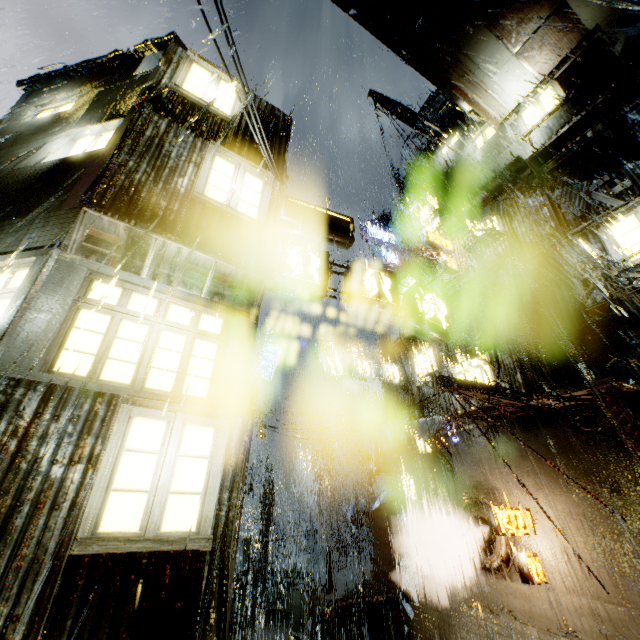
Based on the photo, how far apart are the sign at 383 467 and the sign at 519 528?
6.83m

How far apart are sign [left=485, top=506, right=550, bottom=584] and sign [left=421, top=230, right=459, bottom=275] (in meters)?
11.75

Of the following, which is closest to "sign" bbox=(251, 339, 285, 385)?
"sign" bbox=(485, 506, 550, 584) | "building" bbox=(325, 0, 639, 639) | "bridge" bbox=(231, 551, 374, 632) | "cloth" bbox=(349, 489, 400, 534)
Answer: "building" bbox=(325, 0, 639, 639)

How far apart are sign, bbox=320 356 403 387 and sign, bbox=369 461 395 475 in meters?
4.5 m

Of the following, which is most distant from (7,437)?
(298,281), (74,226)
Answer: (298,281)

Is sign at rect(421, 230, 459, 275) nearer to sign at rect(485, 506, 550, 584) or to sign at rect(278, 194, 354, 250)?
sign at rect(278, 194, 354, 250)

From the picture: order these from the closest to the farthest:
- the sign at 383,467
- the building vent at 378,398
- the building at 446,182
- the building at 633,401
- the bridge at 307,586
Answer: the building at 633,401, the building at 446,182, the bridge at 307,586, the sign at 383,467, the building vent at 378,398

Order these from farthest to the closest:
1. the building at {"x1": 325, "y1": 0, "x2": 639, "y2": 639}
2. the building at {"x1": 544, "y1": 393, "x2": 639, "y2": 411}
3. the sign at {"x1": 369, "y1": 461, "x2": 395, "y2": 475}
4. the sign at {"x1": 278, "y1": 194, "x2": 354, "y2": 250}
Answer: the sign at {"x1": 369, "y1": 461, "x2": 395, "y2": 475} < the building at {"x1": 325, "y1": 0, "x2": 639, "y2": 639} < the building at {"x1": 544, "y1": 393, "x2": 639, "y2": 411} < the sign at {"x1": 278, "y1": 194, "x2": 354, "y2": 250}
